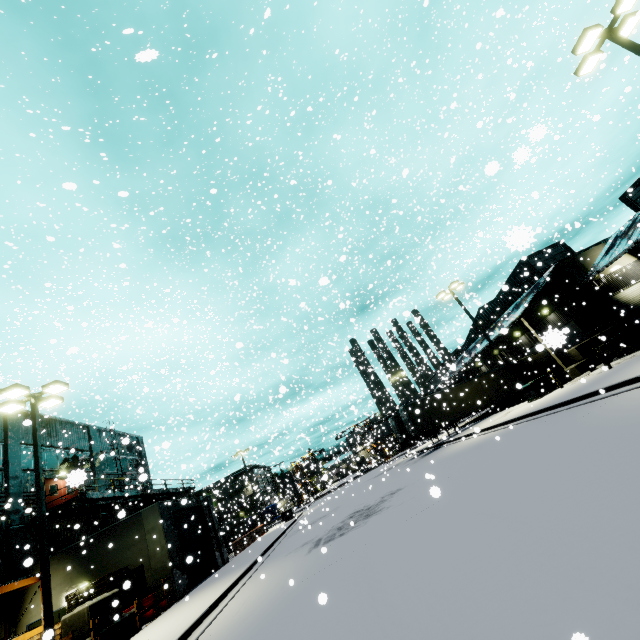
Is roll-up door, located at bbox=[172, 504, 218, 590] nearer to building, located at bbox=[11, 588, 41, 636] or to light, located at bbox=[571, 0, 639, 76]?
building, located at bbox=[11, 588, 41, 636]

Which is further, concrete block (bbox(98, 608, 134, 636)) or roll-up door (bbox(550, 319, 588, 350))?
concrete block (bbox(98, 608, 134, 636))

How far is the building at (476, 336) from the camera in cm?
3122

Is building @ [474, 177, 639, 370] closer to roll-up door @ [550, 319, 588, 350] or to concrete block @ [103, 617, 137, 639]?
roll-up door @ [550, 319, 588, 350]

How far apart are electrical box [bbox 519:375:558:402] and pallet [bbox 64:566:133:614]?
25.4m

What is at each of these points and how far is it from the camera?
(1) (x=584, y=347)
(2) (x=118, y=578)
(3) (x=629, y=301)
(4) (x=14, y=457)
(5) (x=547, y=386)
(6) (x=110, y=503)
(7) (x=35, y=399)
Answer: (1) concrete block, 22.1 meters
(2) pallet, 16.1 meters
(3) roll-up door, 24.8 meters
(4) building, 20.3 meters
(5) electrical box, 20.5 meters
(6) balcony, 25.6 meters
(7) light, 13.3 meters

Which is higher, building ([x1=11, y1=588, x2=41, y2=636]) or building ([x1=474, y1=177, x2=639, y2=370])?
building ([x1=474, y1=177, x2=639, y2=370])
